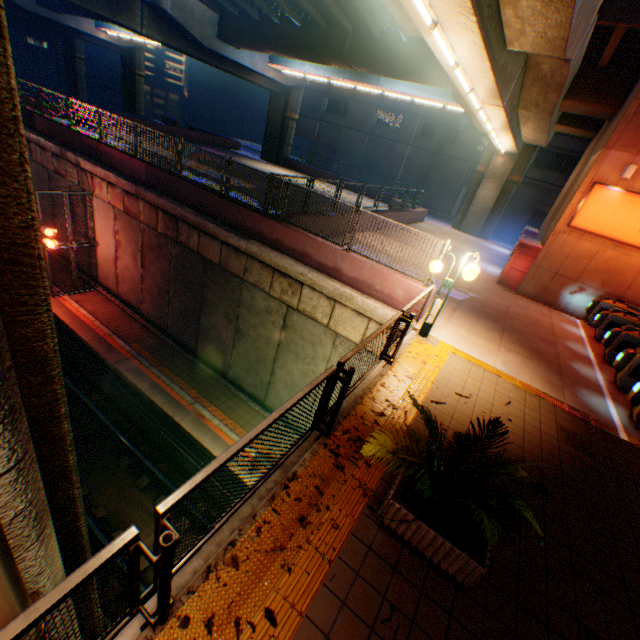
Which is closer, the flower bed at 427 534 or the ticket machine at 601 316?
the flower bed at 427 534

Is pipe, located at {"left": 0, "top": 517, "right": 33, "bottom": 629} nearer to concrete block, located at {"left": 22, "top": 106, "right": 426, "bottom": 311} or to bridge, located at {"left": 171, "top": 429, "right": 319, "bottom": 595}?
bridge, located at {"left": 171, "top": 429, "right": 319, "bottom": 595}

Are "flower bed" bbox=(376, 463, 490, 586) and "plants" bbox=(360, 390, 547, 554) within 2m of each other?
yes

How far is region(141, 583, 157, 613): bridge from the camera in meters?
2.6

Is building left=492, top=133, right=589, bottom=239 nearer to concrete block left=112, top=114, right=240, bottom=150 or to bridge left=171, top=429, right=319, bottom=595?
concrete block left=112, top=114, right=240, bottom=150

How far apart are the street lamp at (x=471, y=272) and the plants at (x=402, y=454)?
3.5 meters

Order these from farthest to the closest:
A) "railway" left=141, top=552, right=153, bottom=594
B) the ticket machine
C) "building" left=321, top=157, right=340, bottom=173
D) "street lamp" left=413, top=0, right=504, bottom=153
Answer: "building" left=321, top=157, right=340, bottom=173
"railway" left=141, top=552, right=153, bottom=594
the ticket machine
"street lamp" left=413, top=0, right=504, bottom=153

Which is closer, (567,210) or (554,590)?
(554,590)
